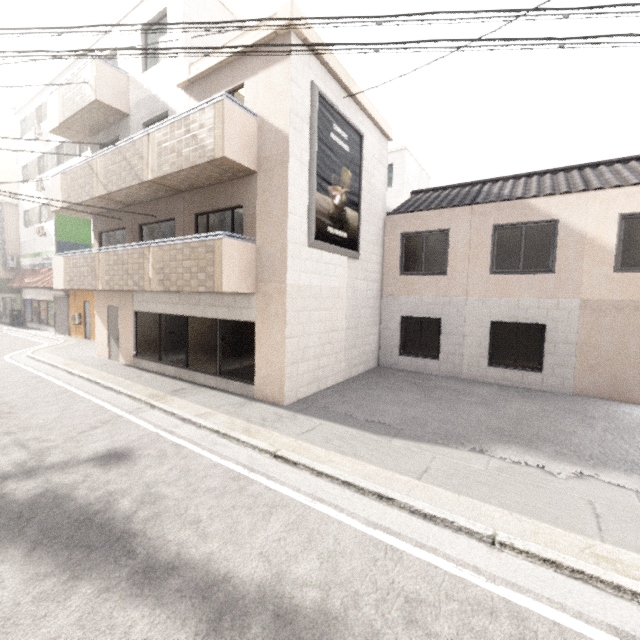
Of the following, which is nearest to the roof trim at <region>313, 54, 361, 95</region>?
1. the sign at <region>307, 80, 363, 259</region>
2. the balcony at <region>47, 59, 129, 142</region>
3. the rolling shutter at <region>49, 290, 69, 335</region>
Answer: the sign at <region>307, 80, 363, 259</region>

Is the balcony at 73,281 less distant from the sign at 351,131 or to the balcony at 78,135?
the sign at 351,131

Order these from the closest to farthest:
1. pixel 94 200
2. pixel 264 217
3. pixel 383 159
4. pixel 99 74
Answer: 1. pixel 264 217
2. pixel 99 74
3. pixel 94 200
4. pixel 383 159

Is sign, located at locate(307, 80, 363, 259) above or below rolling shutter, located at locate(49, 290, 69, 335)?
above

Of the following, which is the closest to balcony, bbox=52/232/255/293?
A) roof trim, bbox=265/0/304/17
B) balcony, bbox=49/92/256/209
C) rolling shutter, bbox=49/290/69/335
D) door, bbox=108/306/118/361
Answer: door, bbox=108/306/118/361

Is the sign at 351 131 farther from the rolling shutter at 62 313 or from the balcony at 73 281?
the rolling shutter at 62 313

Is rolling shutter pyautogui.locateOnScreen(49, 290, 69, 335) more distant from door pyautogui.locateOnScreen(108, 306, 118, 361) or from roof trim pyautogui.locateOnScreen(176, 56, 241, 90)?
roof trim pyautogui.locateOnScreen(176, 56, 241, 90)

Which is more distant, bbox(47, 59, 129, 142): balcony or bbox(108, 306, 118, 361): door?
bbox(108, 306, 118, 361): door
